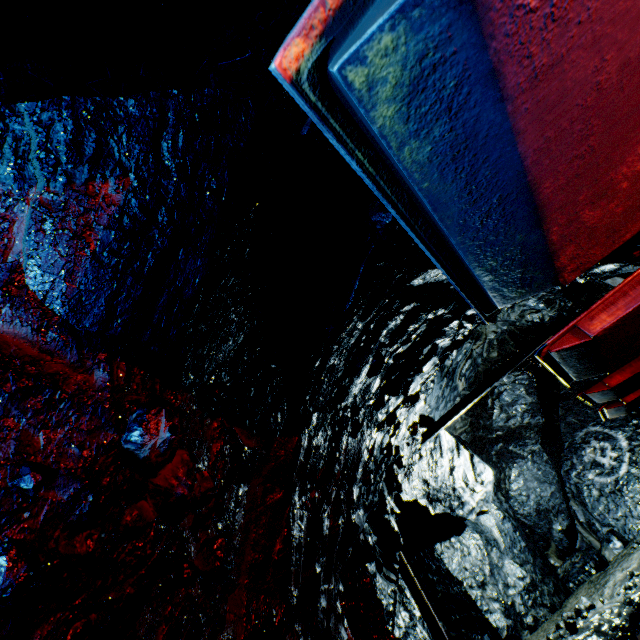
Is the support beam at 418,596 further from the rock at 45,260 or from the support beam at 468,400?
the support beam at 468,400

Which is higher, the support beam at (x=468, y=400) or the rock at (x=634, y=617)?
the support beam at (x=468, y=400)

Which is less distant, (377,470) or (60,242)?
(60,242)

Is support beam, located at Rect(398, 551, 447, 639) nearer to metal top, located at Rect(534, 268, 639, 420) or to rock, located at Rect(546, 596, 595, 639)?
rock, located at Rect(546, 596, 595, 639)

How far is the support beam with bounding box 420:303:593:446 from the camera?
7.5m

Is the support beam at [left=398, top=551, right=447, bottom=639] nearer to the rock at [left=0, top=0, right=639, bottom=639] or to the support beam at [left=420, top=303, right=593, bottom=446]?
the rock at [left=0, top=0, right=639, bottom=639]

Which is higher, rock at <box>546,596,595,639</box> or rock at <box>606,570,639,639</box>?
rock at <box>546,596,595,639</box>
